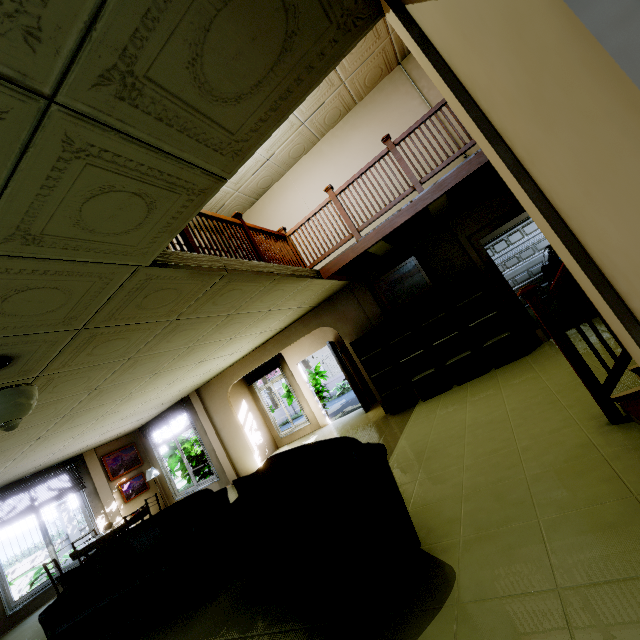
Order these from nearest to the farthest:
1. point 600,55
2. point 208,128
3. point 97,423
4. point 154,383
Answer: point 600,55 < point 208,128 < point 154,383 < point 97,423

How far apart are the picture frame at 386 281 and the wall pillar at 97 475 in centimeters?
930cm

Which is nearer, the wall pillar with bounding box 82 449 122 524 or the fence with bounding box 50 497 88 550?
the wall pillar with bounding box 82 449 122 524

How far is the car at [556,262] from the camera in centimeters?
754cm

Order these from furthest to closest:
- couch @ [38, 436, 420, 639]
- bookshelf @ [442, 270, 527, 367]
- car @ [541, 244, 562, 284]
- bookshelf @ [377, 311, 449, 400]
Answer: car @ [541, 244, 562, 284] < bookshelf @ [377, 311, 449, 400] < bookshelf @ [442, 270, 527, 367] < couch @ [38, 436, 420, 639]

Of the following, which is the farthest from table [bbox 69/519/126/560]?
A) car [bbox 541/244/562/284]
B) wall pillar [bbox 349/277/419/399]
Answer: car [bbox 541/244/562/284]

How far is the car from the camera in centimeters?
754cm

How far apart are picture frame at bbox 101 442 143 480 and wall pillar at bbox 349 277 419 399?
8.8m
